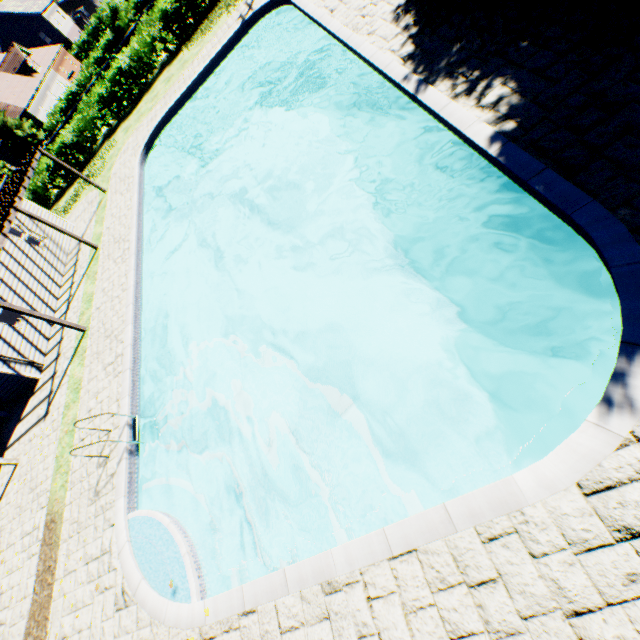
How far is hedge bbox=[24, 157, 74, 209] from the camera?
23.0 meters

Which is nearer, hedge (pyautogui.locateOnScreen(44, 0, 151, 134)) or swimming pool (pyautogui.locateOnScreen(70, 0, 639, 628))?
swimming pool (pyautogui.locateOnScreen(70, 0, 639, 628))

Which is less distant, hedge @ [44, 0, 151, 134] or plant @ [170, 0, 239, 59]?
plant @ [170, 0, 239, 59]

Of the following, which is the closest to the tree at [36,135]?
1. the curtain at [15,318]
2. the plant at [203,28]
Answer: the plant at [203,28]

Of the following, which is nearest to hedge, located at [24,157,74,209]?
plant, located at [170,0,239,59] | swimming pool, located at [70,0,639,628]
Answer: plant, located at [170,0,239,59]

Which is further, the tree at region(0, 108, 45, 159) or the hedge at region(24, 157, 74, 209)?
the tree at region(0, 108, 45, 159)

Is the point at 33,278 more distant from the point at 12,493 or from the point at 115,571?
the point at 115,571

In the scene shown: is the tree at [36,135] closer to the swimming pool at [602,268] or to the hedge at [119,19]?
the hedge at [119,19]
